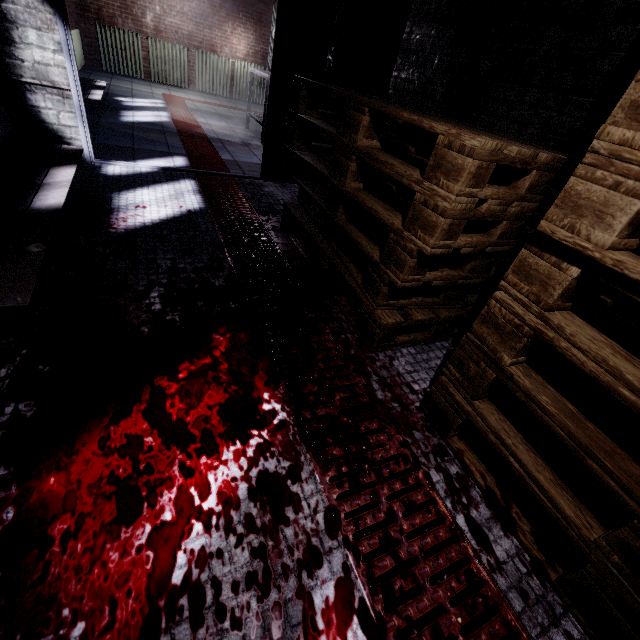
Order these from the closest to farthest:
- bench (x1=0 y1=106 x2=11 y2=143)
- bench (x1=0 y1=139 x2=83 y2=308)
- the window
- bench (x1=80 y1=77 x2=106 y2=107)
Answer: bench (x1=0 y1=139 x2=83 y2=308)
bench (x1=0 y1=106 x2=11 y2=143)
bench (x1=80 y1=77 x2=106 y2=107)
the window

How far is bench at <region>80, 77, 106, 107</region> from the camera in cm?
357

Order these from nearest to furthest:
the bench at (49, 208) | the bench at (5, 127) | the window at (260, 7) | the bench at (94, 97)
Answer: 1. the bench at (49, 208)
2. the bench at (5, 127)
3. the bench at (94, 97)
4. the window at (260, 7)

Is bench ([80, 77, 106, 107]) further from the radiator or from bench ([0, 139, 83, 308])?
the radiator

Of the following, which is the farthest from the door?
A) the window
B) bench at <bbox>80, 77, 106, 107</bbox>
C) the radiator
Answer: the window

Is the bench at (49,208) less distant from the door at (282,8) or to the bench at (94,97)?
the door at (282,8)

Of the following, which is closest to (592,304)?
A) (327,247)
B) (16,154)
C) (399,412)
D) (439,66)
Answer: (399,412)

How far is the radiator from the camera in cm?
750
